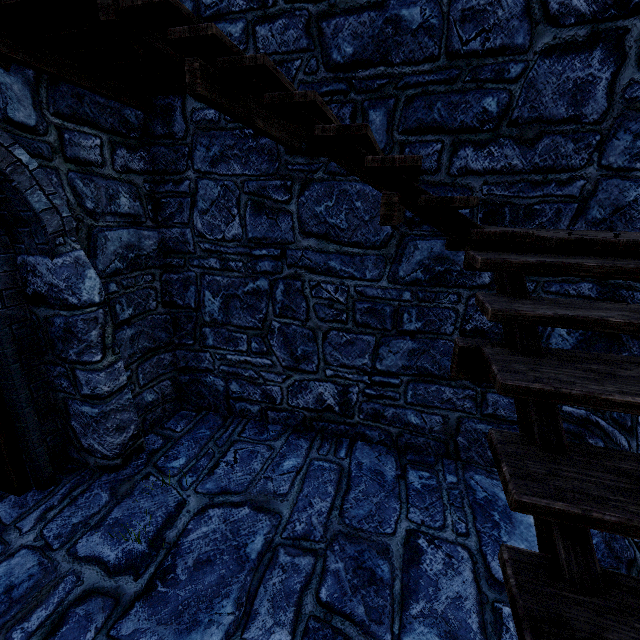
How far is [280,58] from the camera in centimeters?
367cm
